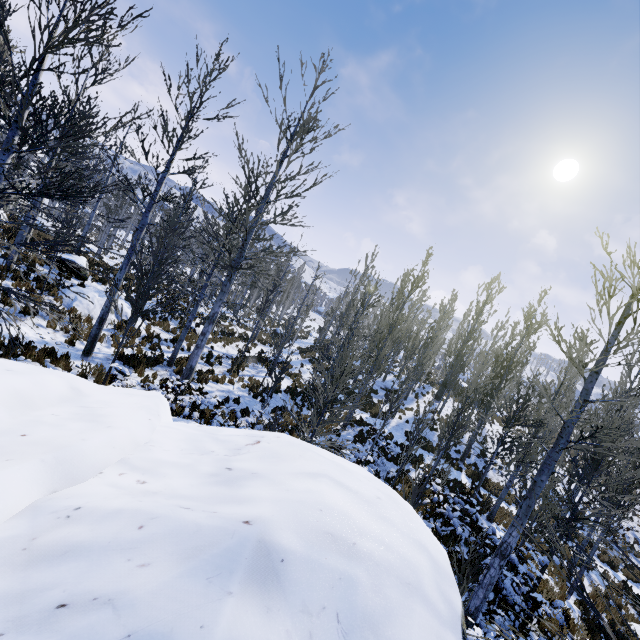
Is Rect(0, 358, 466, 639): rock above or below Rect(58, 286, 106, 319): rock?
above

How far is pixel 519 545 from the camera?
7.3m

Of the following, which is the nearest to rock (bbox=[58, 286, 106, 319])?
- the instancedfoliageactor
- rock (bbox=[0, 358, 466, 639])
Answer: the instancedfoliageactor

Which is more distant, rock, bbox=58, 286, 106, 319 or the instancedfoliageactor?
rock, bbox=58, 286, 106, 319

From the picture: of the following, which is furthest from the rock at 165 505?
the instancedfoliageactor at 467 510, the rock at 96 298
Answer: the rock at 96 298

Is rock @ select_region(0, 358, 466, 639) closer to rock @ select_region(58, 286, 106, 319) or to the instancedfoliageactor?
the instancedfoliageactor

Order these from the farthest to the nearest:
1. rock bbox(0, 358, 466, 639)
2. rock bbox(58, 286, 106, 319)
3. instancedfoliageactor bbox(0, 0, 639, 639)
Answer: rock bbox(58, 286, 106, 319) → instancedfoliageactor bbox(0, 0, 639, 639) → rock bbox(0, 358, 466, 639)

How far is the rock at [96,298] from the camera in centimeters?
1230cm
